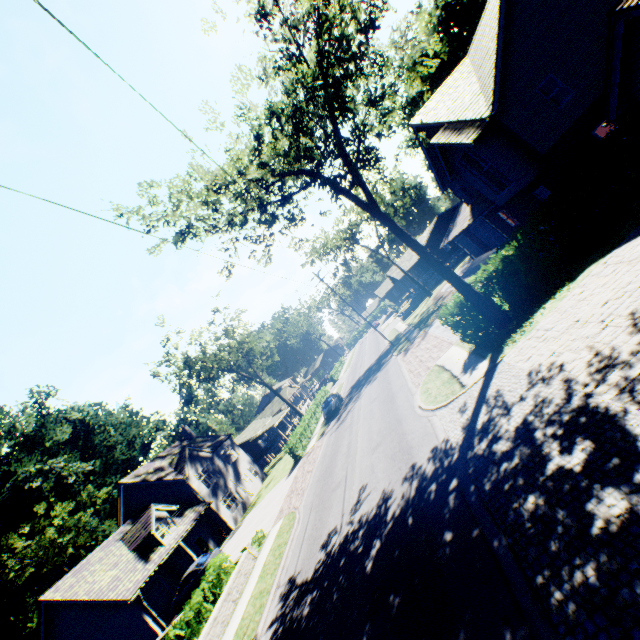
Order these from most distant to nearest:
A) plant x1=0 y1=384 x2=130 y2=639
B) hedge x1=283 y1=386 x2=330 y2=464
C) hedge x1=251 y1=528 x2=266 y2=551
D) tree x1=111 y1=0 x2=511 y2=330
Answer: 1. plant x1=0 y1=384 x2=130 y2=639
2. hedge x1=283 y1=386 x2=330 y2=464
3. hedge x1=251 y1=528 x2=266 y2=551
4. tree x1=111 y1=0 x2=511 y2=330

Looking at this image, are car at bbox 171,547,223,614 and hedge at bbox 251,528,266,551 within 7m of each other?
yes

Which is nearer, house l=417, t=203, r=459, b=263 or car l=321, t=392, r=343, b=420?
car l=321, t=392, r=343, b=420

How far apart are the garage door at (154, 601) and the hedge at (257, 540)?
11.55m

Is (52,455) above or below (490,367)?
above

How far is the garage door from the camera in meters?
23.5 m

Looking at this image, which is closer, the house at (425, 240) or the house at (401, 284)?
the house at (425, 240)

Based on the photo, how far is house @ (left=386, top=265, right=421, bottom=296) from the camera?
48.5m
